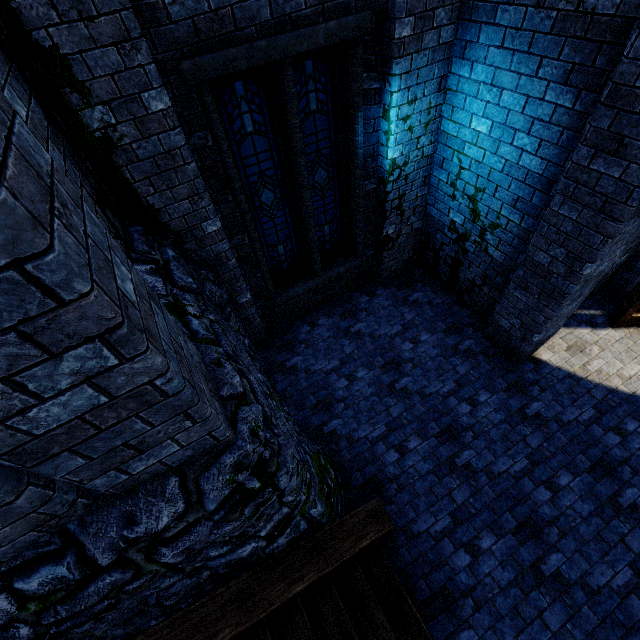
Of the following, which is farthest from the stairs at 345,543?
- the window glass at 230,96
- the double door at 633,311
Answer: the double door at 633,311

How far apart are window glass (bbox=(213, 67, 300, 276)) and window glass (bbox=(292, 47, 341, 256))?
0.26m

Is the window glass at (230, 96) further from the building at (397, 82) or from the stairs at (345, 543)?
the stairs at (345, 543)

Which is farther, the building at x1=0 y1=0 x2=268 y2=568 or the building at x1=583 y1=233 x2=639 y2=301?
the building at x1=583 y1=233 x2=639 y2=301

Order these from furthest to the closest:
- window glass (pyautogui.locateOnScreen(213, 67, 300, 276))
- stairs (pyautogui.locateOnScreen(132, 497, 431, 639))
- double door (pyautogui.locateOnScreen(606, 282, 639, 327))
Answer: double door (pyautogui.locateOnScreen(606, 282, 639, 327)) → window glass (pyautogui.locateOnScreen(213, 67, 300, 276)) → stairs (pyautogui.locateOnScreen(132, 497, 431, 639))

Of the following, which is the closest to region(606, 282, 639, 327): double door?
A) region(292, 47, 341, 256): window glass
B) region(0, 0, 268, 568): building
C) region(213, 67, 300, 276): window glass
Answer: region(0, 0, 268, 568): building

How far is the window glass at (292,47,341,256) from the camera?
4.28m

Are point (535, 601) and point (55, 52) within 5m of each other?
no
